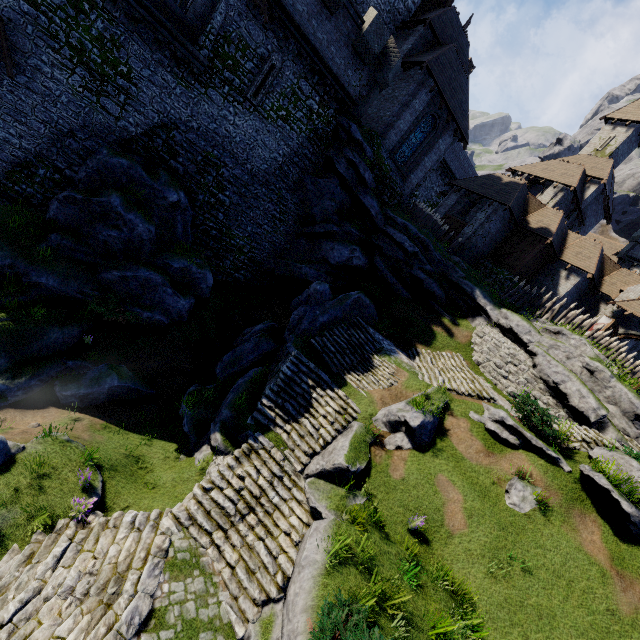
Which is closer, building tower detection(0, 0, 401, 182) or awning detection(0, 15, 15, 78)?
awning detection(0, 15, 15, 78)

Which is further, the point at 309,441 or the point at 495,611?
the point at 309,441

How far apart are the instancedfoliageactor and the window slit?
19.1m

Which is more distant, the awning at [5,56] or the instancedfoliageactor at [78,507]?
the awning at [5,56]

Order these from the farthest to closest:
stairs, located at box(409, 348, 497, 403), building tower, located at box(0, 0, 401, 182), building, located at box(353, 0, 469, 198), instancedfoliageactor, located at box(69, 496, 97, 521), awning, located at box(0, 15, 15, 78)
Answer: building, located at box(353, 0, 469, 198) < stairs, located at box(409, 348, 497, 403) < building tower, located at box(0, 0, 401, 182) < awning, located at box(0, 15, 15, 78) < instancedfoliageactor, located at box(69, 496, 97, 521)

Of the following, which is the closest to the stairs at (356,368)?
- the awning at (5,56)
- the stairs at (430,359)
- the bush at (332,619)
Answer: the stairs at (430,359)

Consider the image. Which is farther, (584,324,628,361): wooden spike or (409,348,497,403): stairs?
(584,324,628,361): wooden spike

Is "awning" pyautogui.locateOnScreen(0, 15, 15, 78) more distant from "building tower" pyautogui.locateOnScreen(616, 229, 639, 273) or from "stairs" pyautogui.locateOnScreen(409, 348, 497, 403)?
"building tower" pyautogui.locateOnScreen(616, 229, 639, 273)
